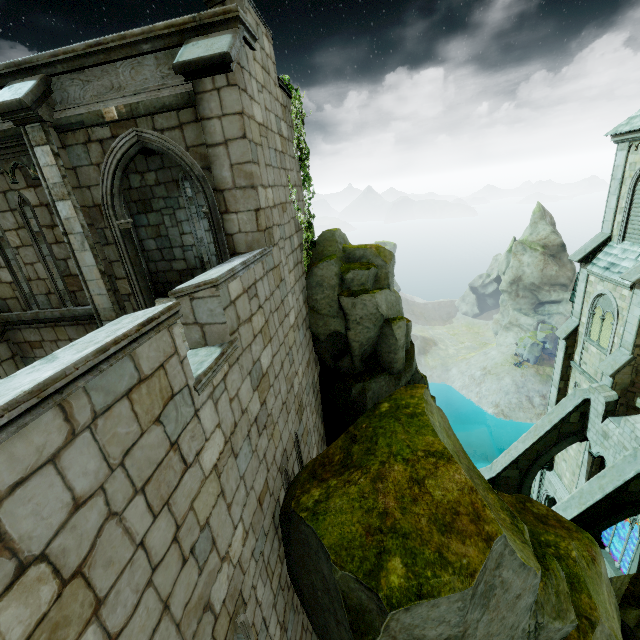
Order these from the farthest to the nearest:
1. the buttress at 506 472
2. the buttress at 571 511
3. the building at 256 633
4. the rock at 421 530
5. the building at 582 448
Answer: the building at 582 448 → the buttress at 506 472 → the buttress at 571 511 → the rock at 421 530 → the building at 256 633

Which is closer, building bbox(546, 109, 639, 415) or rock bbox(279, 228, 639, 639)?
rock bbox(279, 228, 639, 639)

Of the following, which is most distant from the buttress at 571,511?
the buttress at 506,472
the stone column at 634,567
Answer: the buttress at 506,472

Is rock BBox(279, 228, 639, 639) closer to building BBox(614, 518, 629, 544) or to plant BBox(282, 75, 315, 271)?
plant BBox(282, 75, 315, 271)

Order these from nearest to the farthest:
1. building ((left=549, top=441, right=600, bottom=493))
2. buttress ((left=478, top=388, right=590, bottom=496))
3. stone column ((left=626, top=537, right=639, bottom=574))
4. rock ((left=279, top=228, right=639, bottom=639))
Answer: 1. rock ((left=279, top=228, right=639, bottom=639))
2. stone column ((left=626, top=537, right=639, bottom=574))
3. buttress ((left=478, top=388, right=590, bottom=496))
4. building ((left=549, top=441, right=600, bottom=493))

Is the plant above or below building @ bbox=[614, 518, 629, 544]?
above

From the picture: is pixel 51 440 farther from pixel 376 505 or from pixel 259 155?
pixel 259 155
